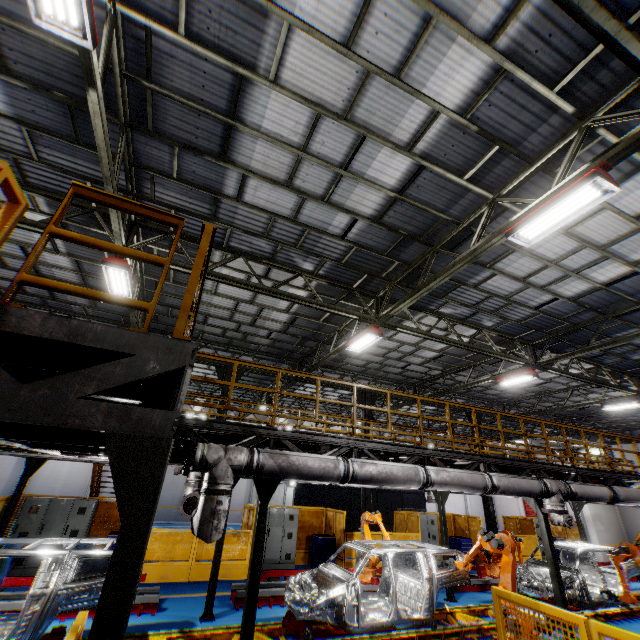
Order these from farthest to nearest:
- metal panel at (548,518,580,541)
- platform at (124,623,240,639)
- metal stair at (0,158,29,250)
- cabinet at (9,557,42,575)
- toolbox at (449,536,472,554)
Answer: metal panel at (548,518,580,541) → toolbox at (449,536,472,554) → cabinet at (9,557,42,575) → platform at (124,623,240,639) → metal stair at (0,158,29,250)

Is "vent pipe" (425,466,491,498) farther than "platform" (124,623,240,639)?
Yes

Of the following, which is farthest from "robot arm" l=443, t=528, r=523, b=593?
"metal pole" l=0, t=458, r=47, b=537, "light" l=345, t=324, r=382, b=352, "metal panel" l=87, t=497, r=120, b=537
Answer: "metal pole" l=0, t=458, r=47, b=537

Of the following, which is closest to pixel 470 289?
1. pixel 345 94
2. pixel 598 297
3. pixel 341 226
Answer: pixel 598 297

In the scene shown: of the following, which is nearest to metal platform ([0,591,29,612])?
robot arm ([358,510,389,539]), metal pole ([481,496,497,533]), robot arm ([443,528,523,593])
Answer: robot arm ([358,510,389,539])

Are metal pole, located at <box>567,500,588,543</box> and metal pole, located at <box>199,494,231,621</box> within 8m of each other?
no

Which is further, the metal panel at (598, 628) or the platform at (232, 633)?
the platform at (232, 633)

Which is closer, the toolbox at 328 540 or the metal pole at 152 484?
the metal pole at 152 484
